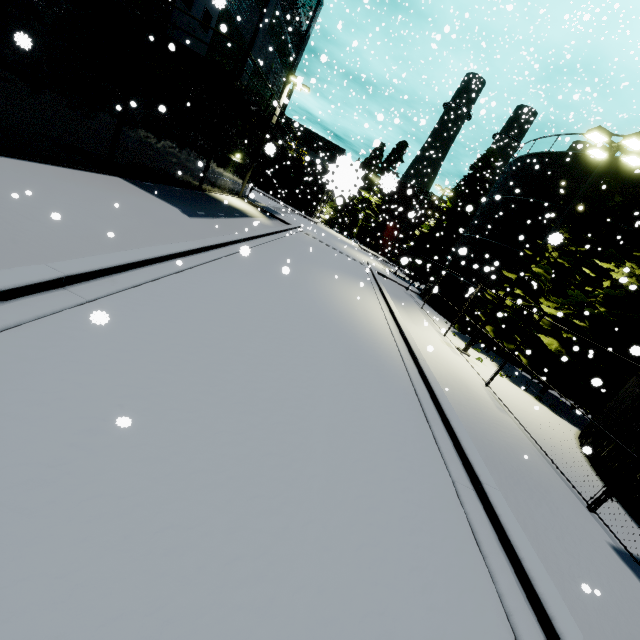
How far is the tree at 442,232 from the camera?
30.5m

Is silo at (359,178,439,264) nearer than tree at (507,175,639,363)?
No

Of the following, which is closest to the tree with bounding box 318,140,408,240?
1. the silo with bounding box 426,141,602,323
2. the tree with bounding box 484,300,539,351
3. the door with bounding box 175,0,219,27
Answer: the silo with bounding box 426,141,602,323

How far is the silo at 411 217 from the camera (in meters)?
40.66

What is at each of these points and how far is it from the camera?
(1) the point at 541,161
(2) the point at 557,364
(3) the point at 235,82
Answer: (1) silo, 20.55m
(2) tree, 14.53m
(3) balcony, 11.48m

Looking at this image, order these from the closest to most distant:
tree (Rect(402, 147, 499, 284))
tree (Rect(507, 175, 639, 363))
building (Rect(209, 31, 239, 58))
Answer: tree (Rect(507, 175, 639, 363)) → building (Rect(209, 31, 239, 58)) → tree (Rect(402, 147, 499, 284))

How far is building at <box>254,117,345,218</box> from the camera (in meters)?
5.76

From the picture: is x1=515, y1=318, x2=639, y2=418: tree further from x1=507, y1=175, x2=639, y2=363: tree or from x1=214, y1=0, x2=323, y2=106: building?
x1=214, y1=0, x2=323, y2=106: building
